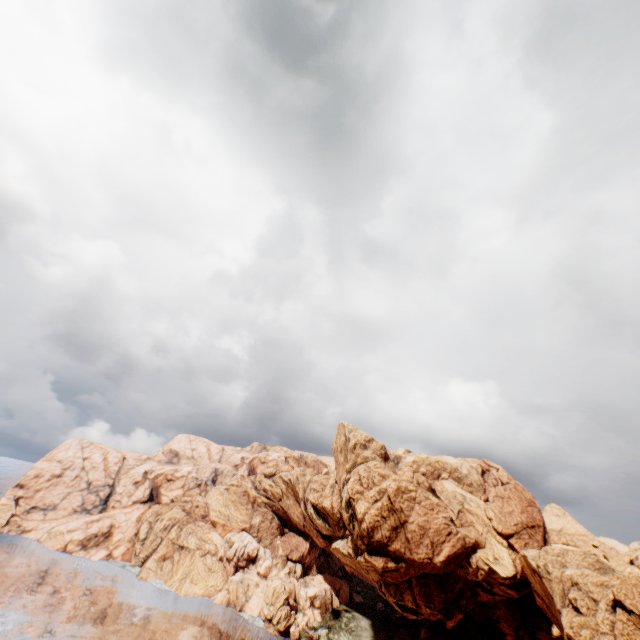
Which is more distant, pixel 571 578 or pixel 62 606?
pixel 62 606
